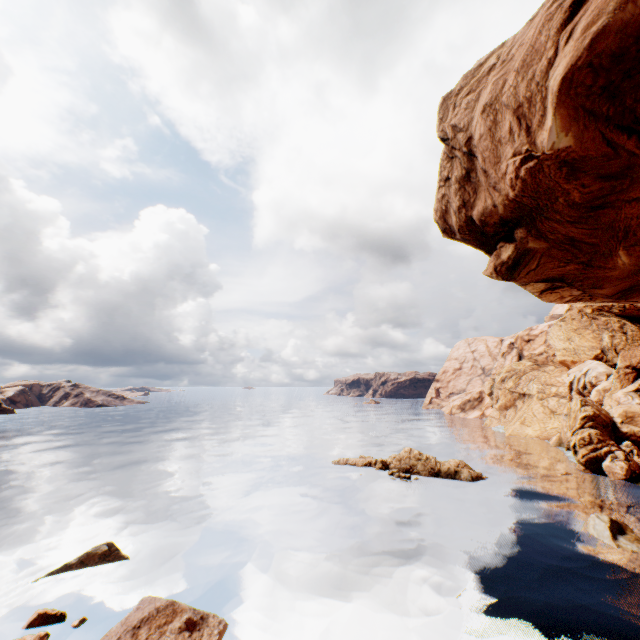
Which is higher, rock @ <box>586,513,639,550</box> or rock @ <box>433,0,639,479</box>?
rock @ <box>433,0,639,479</box>

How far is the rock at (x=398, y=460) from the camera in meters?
34.5

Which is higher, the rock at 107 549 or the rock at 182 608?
the rock at 182 608

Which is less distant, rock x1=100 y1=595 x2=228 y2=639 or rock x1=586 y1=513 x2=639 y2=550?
rock x1=100 y1=595 x2=228 y2=639

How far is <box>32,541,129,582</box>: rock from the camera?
17.8 meters

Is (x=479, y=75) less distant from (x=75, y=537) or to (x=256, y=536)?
(x=256, y=536)
